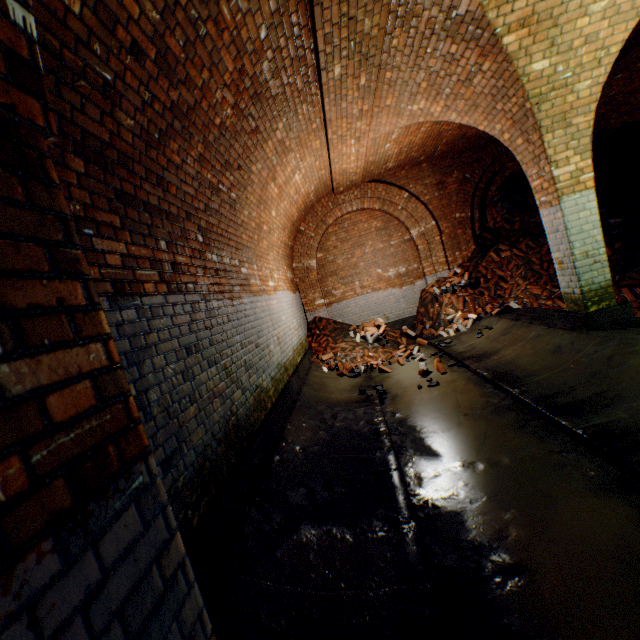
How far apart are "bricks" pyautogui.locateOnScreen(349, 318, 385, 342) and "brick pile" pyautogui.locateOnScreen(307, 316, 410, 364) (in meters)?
0.01

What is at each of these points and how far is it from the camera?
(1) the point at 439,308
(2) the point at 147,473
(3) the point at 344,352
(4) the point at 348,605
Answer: (1) brick pile, 8.88m
(2) wall archway, 0.98m
(3) brick pile, 8.27m
(4) building tunnel, 1.92m

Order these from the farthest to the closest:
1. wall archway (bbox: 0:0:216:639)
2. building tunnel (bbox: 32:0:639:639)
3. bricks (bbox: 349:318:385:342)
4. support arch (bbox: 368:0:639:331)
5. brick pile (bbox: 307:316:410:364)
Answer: bricks (bbox: 349:318:385:342) < brick pile (bbox: 307:316:410:364) < support arch (bbox: 368:0:639:331) < building tunnel (bbox: 32:0:639:639) < wall archway (bbox: 0:0:216:639)

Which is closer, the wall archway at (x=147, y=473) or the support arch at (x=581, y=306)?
the wall archway at (x=147, y=473)

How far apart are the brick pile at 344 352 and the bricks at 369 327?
0.01m

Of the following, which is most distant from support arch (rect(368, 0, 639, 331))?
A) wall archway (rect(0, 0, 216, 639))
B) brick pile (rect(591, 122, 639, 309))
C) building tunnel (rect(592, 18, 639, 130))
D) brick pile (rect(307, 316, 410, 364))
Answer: brick pile (rect(307, 316, 410, 364))

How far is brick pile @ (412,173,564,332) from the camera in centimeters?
725cm

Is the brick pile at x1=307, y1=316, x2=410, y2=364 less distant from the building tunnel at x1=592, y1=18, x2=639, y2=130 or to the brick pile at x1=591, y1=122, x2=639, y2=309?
the brick pile at x1=591, y1=122, x2=639, y2=309
